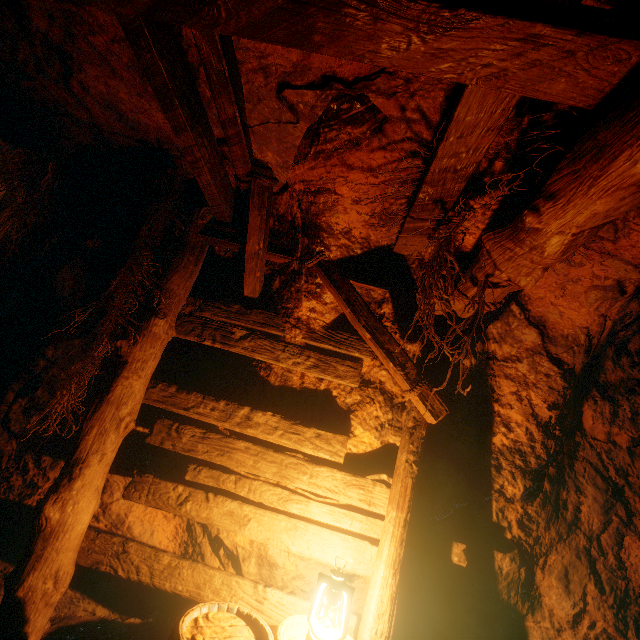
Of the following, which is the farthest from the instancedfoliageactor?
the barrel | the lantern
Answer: the lantern

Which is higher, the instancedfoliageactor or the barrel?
the barrel

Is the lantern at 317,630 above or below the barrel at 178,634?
above

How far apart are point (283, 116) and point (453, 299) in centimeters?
183cm

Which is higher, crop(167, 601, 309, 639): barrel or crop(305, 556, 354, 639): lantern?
crop(305, 556, 354, 639): lantern

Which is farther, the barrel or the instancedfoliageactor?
the instancedfoliageactor

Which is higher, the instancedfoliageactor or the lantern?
the lantern

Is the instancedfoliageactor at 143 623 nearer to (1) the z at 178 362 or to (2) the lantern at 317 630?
(1) the z at 178 362
